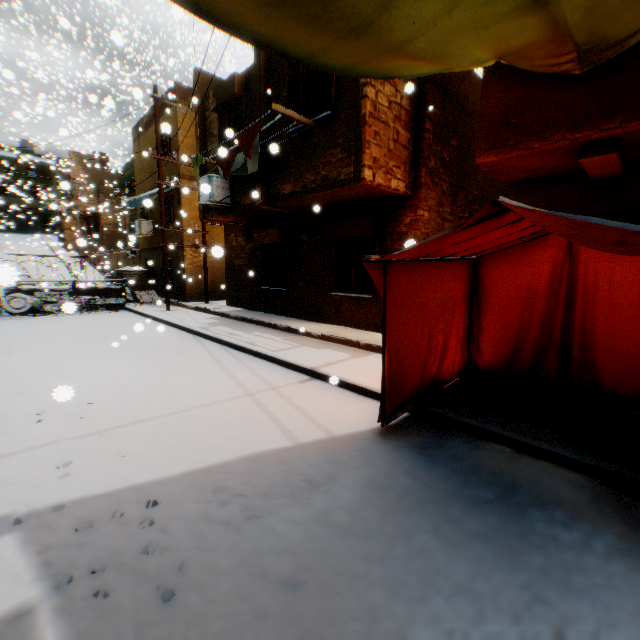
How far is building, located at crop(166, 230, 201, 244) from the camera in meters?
15.5 m

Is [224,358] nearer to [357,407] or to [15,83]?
[357,407]

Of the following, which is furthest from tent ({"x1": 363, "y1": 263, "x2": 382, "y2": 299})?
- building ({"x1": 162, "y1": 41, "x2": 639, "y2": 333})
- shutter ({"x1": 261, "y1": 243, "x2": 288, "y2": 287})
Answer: shutter ({"x1": 261, "y1": 243, "x2": 288, "y2": 287})

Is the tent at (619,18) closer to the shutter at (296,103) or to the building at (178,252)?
the building at (178,252)

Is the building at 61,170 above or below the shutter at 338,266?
above

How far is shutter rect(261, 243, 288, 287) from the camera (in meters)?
11.14

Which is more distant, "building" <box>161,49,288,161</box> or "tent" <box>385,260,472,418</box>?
"building" <box>161,49,288,161</box>

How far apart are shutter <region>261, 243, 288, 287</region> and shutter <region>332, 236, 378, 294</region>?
2.1m
